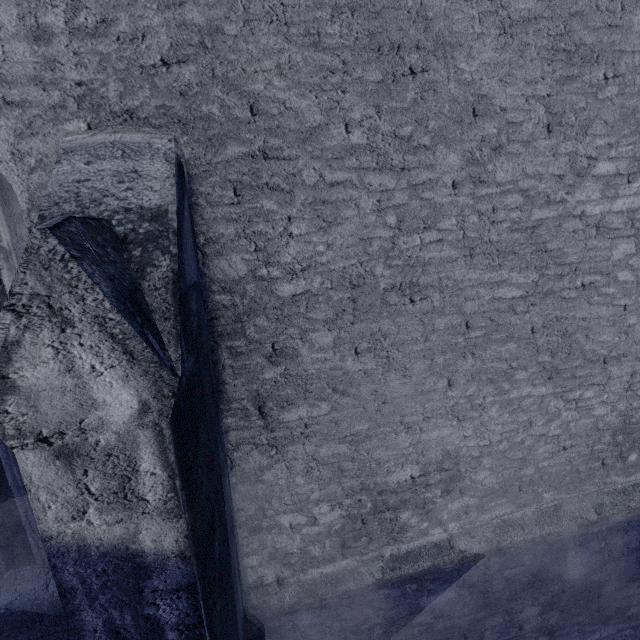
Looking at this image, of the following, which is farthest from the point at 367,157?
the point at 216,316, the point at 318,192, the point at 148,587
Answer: the point at 148,587
